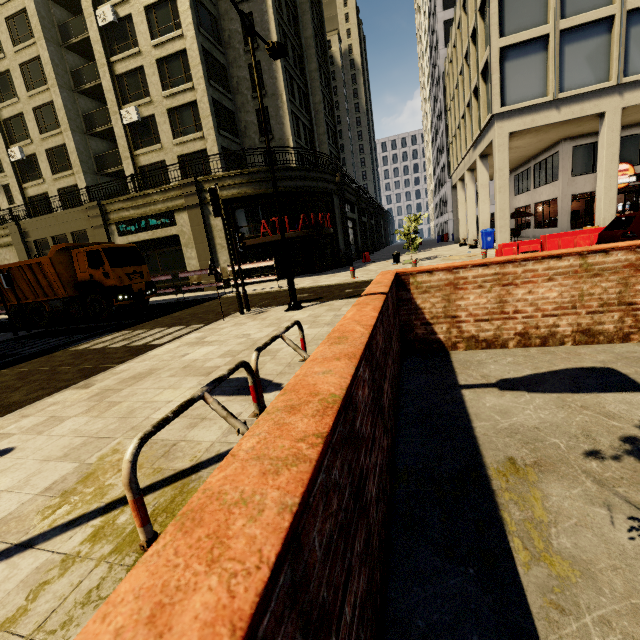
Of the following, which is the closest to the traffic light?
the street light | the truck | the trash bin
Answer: the street light

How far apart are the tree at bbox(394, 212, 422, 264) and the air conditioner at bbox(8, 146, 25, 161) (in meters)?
31.35

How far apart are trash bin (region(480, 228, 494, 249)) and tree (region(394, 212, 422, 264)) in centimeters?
414cm

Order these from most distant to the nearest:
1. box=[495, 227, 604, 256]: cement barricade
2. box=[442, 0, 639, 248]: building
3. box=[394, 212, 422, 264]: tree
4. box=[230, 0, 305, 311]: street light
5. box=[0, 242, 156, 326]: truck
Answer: box=[394, 212, 422, 264]: tree, box=[442, 0, 639, 248]: building, box=[0, 242, 156, 326]: truck, box=[495, 227, 604, 256]: cement barricade, box=[230, 0, 305, 311]: street light

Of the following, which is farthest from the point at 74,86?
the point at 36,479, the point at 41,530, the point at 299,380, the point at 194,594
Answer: the point at 194,594

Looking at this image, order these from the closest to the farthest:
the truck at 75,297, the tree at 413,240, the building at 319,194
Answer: the truck at 75,297 → the tree at 413,240 → the building at 319,194

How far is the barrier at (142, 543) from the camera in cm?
197

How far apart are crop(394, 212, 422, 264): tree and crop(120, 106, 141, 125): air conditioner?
20.4m
